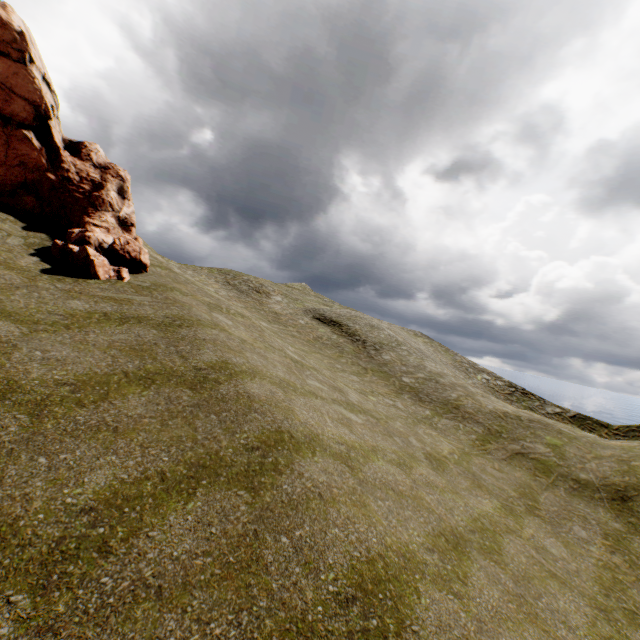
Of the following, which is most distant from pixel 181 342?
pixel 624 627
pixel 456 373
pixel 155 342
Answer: pixel 456 373
